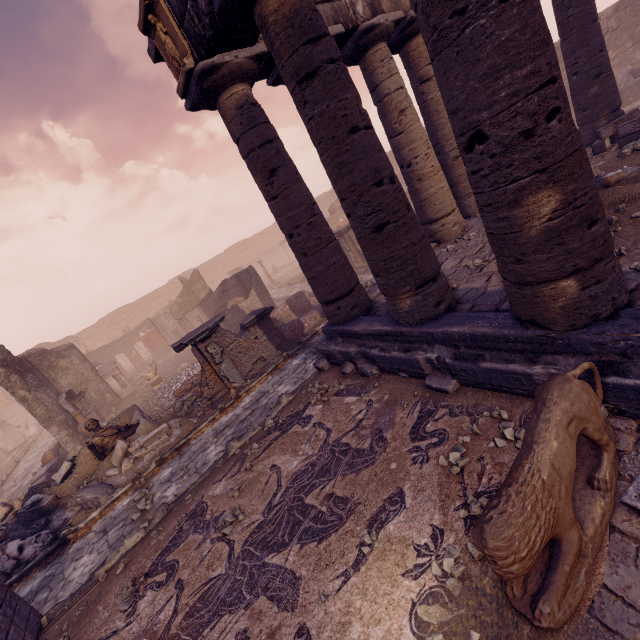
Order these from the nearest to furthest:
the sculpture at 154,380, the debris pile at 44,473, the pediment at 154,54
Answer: the pediment at 154,54
the debris pile at 44,473
the sculpture at 154,380

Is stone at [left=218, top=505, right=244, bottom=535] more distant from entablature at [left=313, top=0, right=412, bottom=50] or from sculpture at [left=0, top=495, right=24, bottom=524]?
sculpture at [left=0, top=495, right=24, bottom=524]

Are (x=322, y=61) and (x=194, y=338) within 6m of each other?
no

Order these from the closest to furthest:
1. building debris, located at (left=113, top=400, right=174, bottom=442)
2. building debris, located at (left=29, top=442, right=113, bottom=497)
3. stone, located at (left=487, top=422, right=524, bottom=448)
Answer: stone, located at (left=487, top=422, right=524, bottom=448)
building debris, located at (left=29, top=442, right=113, bottom=497)
building debris, located at (left=113, top=400, right=174, bottom=442)

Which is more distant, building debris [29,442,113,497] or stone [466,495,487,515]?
building debris [29,442,113,497]

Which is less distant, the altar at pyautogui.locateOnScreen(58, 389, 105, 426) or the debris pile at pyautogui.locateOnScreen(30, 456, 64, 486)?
the debris pile at pyautogui.locateOnScreen(30, 456, 64, 486)

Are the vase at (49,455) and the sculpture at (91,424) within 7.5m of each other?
yes

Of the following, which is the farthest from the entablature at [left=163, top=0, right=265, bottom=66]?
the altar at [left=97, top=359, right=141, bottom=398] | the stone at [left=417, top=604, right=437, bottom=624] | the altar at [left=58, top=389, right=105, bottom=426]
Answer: the altar at [left=97, top=359, right=141, bottom=398]
